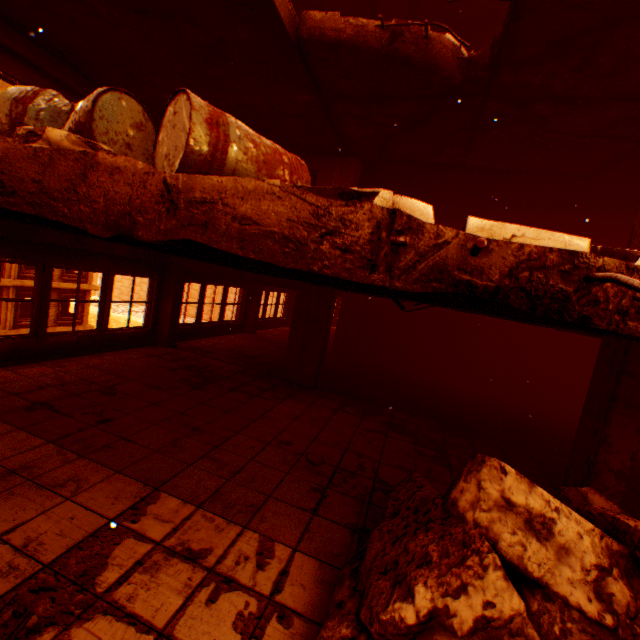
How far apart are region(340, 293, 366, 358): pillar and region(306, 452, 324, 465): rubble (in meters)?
8.09

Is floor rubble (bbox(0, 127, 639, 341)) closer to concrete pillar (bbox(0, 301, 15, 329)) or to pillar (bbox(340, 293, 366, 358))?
pillar (bbox(340, 293, 366, 358))

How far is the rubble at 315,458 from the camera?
4.6m

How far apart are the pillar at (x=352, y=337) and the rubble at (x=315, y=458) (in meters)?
8.09

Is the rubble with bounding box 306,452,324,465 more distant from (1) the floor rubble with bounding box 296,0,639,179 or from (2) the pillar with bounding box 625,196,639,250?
(1) the floor rubble with bounding box 296,0,639,179

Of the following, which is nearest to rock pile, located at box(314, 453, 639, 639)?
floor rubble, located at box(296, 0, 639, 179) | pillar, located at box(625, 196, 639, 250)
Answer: pillar, located at box(625, 196, 639, 250)

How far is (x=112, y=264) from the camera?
7.71m

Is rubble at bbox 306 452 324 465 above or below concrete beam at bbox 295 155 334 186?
below
